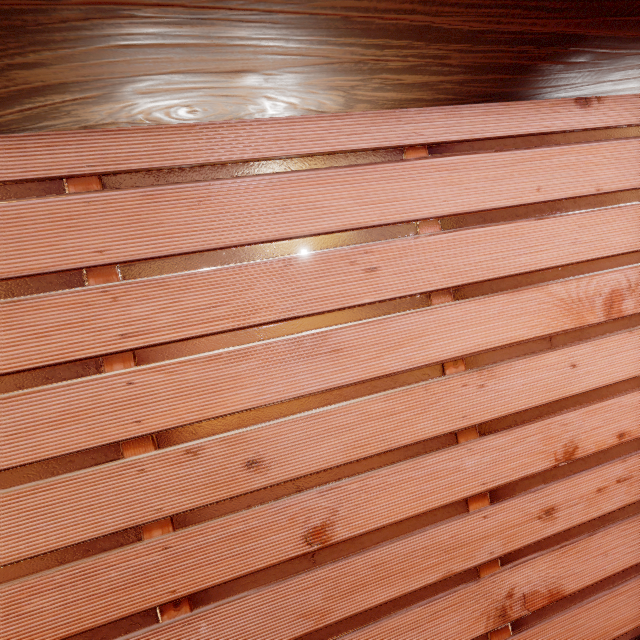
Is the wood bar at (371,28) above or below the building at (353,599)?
above

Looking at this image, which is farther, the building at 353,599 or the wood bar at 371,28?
the building at 353,599

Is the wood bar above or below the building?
above

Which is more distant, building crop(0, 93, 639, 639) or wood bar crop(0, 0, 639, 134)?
building crop(0, 93, 639, 639)

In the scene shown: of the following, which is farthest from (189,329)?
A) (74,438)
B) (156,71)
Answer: (156,71)
